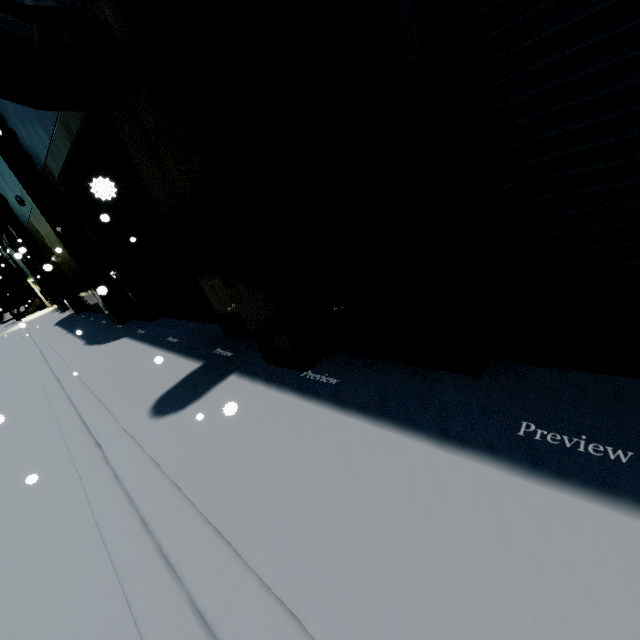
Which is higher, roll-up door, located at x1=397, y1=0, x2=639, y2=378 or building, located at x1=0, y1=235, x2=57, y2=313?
building, located at x1=0, y1=235, x2=57, y2=313

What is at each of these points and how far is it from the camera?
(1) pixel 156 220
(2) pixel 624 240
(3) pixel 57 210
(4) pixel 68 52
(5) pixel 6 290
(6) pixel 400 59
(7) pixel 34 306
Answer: (1) roll-up door, 6.7m
(2) roll-up door, 2.1m
(3) building, 10.1m
(4) vent duct, 3.5m
(5) building, 51.7m
(6) building, 2.2m
(7) forklift, 30.2m

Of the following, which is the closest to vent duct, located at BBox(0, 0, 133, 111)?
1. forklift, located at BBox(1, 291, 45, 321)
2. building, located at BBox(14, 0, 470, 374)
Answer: building, located at BBox(14, 0, 470, 374)

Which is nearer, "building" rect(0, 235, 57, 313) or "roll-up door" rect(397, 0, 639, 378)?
"roll-up door" rect(397, 0, 639, 378)

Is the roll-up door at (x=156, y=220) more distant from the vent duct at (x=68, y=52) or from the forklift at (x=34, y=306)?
the forklift at (x=34, y=306)

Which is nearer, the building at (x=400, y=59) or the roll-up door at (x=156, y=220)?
the building at (x=400, y=59)

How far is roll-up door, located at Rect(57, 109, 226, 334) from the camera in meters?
6.0
